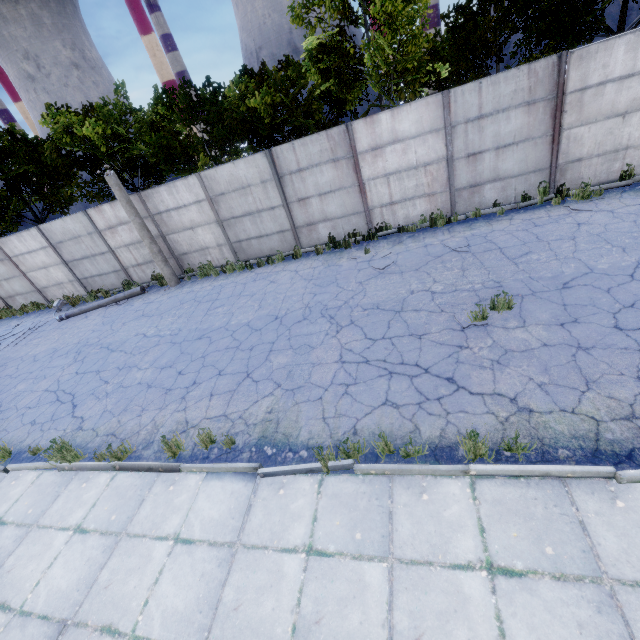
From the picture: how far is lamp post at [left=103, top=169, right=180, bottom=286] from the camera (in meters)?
11.65

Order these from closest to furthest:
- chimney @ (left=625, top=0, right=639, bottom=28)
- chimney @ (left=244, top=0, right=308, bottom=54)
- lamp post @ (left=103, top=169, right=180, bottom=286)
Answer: lamp post @ (left=103, top=169, right=180, bottom=286) < chimney @ (left=625, top=0, right=639, bottom=28) < chimney @ (left=244, top=0, right=308, bottom=54)

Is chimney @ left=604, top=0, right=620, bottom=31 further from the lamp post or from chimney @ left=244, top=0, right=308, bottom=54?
the lamp post

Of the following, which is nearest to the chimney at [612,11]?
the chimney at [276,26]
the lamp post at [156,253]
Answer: the chimney at [276,26]

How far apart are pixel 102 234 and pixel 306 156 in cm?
996

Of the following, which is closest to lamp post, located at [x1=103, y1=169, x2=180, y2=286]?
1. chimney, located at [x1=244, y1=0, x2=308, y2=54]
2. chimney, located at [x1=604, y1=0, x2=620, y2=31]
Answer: chimney, located at [x1=244, y1=0, x2=308, y2=54]
